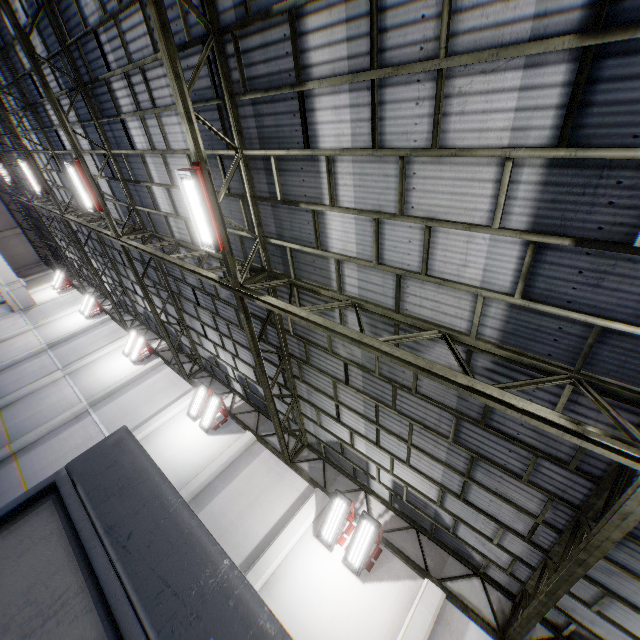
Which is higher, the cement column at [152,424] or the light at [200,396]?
the light at [200,396]

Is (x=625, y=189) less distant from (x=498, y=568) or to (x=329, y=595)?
(x=498, y=568)

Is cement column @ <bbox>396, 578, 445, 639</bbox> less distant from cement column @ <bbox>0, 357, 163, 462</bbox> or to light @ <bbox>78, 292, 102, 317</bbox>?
cement column @ <bbox>0, 357, 163, 462</bbox>

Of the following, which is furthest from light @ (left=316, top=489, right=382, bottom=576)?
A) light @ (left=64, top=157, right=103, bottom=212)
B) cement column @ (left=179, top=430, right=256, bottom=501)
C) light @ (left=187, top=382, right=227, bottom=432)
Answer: light @ (left=64, top=157, right=103, bottom=212)

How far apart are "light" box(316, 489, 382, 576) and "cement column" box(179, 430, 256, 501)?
5.1 meters

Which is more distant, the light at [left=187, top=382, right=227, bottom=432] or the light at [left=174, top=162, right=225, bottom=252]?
the light at [left=187, top=382, right=227, bottom=432]

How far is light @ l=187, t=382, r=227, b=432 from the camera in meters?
13.6

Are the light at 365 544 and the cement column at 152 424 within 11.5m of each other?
yes
